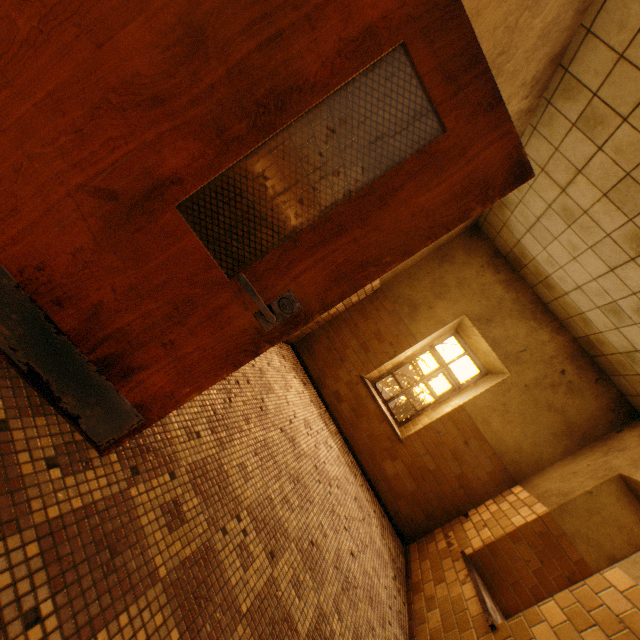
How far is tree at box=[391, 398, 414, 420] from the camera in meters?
22.9

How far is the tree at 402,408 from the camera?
22.85m

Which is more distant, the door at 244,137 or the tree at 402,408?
the tree at 402,408

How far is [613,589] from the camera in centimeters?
251cm

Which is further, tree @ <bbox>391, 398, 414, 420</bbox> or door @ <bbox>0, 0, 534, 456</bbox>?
tree @ <bbox>391, 398, 414, 420</bbox>
